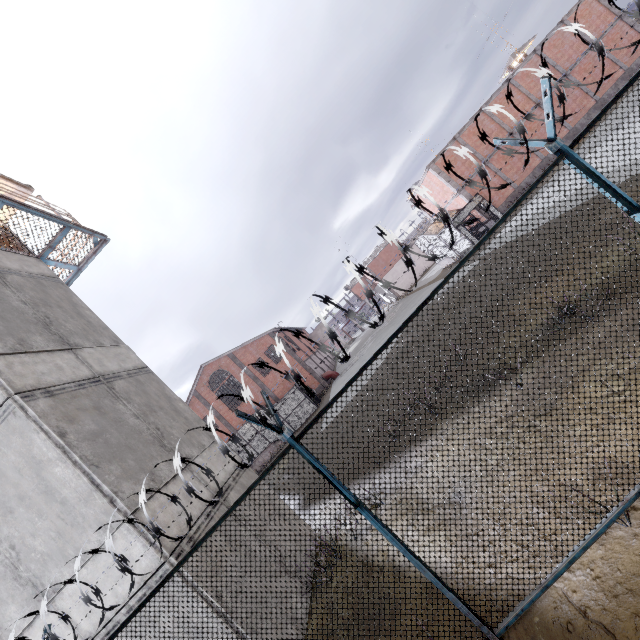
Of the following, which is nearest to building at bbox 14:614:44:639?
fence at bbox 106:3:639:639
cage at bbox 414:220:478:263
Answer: fence at bbox 106:3:639:639

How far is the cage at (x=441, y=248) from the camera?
23.7m

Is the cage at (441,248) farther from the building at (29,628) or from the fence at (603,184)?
the building at (29,628)

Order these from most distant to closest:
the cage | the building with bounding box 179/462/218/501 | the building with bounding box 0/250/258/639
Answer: the cage
the building with bounding box 179/462/218/501
the building with bounding box 0/250/258/639

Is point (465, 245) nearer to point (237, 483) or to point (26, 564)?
point (237, 483)

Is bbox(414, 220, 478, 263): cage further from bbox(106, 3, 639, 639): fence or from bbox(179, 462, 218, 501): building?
bbox(179, 462, 218, 501): building

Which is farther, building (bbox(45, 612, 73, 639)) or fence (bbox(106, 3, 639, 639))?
building (bbox(45, 612, 73, 639))
